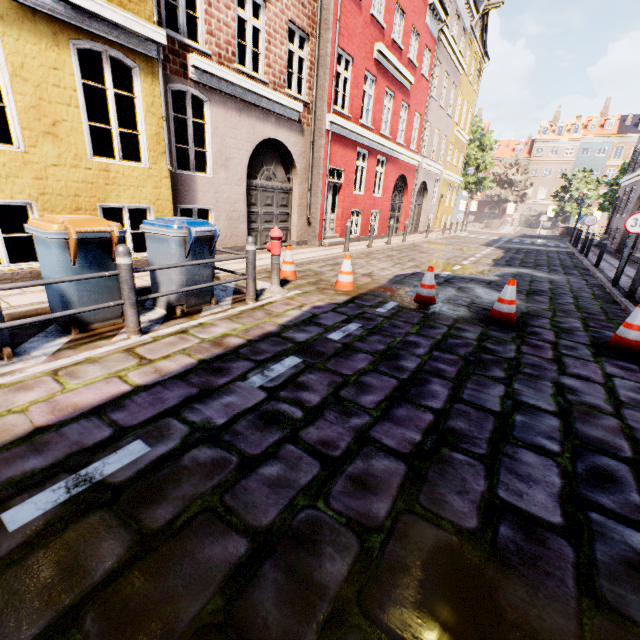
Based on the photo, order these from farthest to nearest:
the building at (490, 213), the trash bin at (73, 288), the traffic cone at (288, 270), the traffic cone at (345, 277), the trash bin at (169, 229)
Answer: the building at (490, 213)
the traffic cone at (288, 270)
the traffic cone at (345, 277)
the trash bin at (169, 229)
the trash bin at (73, 288)

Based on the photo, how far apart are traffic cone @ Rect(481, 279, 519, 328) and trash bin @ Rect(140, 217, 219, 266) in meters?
4.5

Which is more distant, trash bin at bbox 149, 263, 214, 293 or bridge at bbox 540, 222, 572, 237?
bridge at bbox 540, 222, 572, 237

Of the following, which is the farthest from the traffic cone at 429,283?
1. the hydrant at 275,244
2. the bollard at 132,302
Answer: the bollard at 132,302

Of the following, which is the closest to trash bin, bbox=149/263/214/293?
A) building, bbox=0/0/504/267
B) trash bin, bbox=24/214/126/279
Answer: trash bin, bbox=24/214/126/279

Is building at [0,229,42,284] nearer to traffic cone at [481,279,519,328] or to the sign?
the sign

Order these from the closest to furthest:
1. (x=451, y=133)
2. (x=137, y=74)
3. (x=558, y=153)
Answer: (x=137, y=74) → (x=451, y=133) → (x=558, y=153)

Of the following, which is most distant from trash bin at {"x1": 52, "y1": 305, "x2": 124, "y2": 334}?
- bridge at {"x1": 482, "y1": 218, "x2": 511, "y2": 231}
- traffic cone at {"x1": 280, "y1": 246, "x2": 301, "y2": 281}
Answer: bridge at {"x1": 482, "y1": 218, "x2": 511, "y2": 231}
